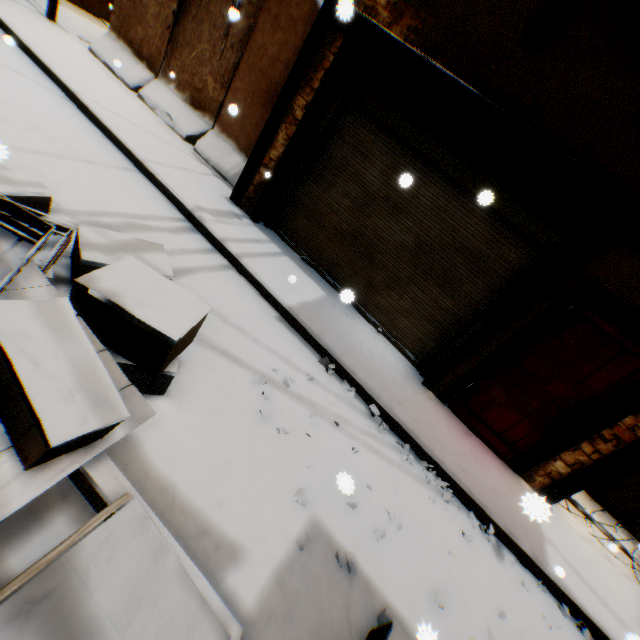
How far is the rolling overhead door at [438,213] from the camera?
4.25m

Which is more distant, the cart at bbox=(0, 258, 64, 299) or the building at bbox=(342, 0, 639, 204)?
the building at bbox=(342, 0, 639, 204)

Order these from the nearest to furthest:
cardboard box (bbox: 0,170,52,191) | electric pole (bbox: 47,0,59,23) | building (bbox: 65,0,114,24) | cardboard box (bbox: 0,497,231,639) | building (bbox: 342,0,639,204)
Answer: cardboard box (bbox: 0,497,231,639) < cardboard box (bbox: 0,170,52,191) < building (bbox: 342,0,639,204) < electric pole (bbox: 47,0,59,23) < building (bbox: 65,0,114,24)

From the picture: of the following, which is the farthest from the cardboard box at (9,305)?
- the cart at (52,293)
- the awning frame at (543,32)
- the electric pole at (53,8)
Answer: the electric pole at (53,8)

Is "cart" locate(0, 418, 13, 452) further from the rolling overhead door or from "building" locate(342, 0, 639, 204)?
the rolling overhead door

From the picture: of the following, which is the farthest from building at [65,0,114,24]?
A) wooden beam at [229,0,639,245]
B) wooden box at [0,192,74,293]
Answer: wooden box at [0,192,74,293]

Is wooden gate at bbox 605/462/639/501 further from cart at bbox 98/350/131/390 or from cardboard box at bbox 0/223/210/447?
cart at bbox 98/350/131/390

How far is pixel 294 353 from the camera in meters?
4.0 m
